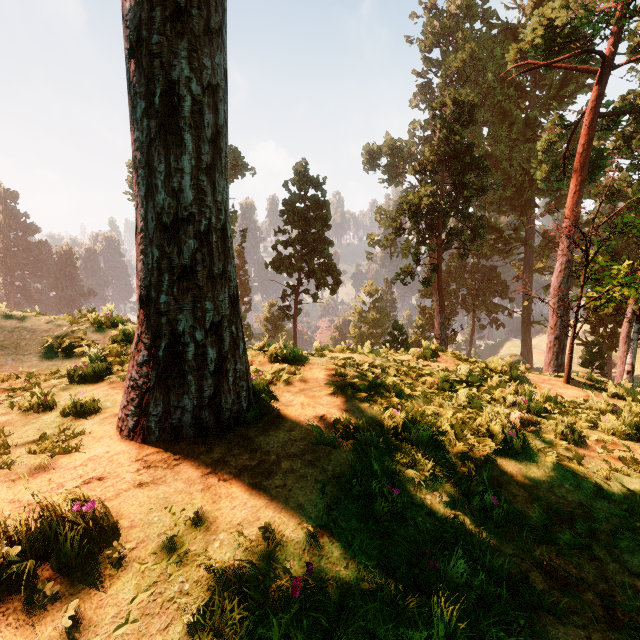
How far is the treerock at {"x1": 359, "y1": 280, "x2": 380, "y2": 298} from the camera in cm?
5300

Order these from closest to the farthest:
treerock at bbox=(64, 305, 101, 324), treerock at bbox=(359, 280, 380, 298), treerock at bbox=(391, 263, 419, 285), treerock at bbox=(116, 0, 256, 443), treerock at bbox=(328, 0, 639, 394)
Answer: treerock at bbox=(116, 0, 256, 443) → treerock at bbox=(64, 305, 101, 324) → treerock at bbox=(328, 0, 639, 394) → treerock at bbox=(391, 263, 419, 285) → treerock at bbox=(359, 280, 380, 298)

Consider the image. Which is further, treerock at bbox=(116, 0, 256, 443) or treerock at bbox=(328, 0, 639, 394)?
treerock at bbox=(328, 0, 639, 394)

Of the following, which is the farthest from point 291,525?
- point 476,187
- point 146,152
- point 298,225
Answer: point 298,225

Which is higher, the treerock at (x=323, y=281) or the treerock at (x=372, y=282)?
the treerock at (x=323, y=281)

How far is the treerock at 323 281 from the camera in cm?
3100
